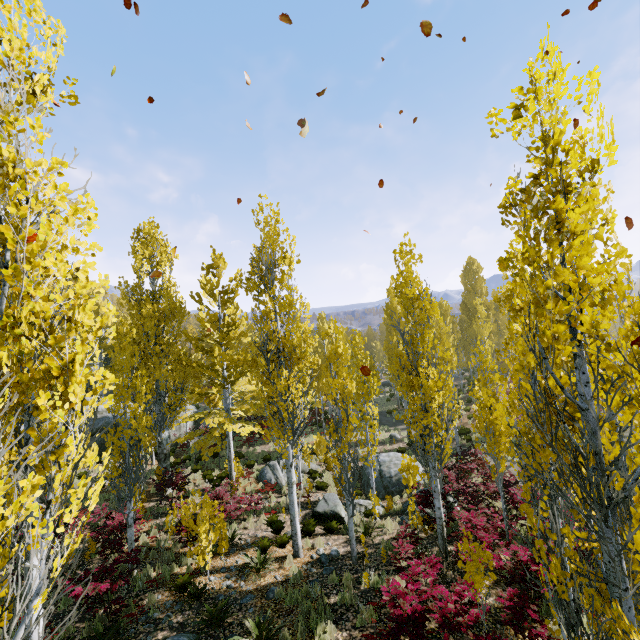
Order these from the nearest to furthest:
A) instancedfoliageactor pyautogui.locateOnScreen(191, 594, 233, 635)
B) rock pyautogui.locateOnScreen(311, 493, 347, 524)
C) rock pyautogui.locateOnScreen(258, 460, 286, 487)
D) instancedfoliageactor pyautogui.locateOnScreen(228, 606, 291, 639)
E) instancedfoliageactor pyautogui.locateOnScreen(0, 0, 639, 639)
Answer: instancedfoliageactor pyautogui.locateOnScreen(0, 0, 639, 639)
instancedfoliageactor pyautogui.locateOnScreen(228, 606, 291, 639)
instancedfoliageactor pyautogui.locateOnScreen(191, 594, 233, 635)
rock pyautogui.locateOnScreen(311, 493, 347, 524)
rock pyautogui.locateOnScreen(258, 460, 286, 487)

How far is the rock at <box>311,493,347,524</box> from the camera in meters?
13.8

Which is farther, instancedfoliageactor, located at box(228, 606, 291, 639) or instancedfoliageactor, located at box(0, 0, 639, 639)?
instancedfoliageactor, located at box(228, 606, 291, 639)

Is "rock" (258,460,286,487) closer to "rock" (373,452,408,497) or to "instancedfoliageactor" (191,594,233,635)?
"instancedfoliageactor" (191,594,233,635)

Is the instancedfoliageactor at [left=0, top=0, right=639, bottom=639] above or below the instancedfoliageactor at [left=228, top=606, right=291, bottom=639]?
above

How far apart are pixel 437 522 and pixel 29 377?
11.09m

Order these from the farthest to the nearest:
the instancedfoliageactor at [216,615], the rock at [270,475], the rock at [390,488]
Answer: the rock at [270,475] < the rock at [390,488] < the instancedfoliageactor at [216,615]

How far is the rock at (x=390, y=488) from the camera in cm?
1672
